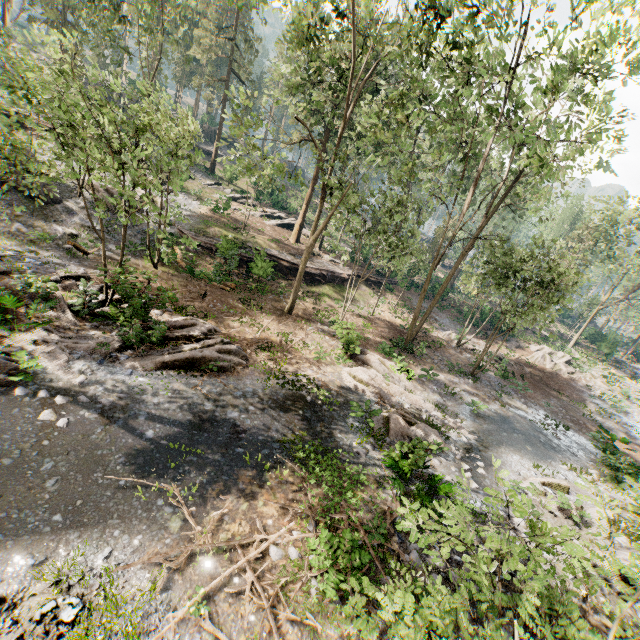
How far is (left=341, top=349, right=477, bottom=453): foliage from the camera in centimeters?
1302cm

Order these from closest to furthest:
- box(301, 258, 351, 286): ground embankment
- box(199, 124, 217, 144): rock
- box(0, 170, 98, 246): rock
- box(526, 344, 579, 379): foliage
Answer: box(0, 170, 98, 246): rock → box(301, 258, 351, 286): ground embankment → box(526, 344, 579, 379): foliage → box(199, 124, 217, 144): rock

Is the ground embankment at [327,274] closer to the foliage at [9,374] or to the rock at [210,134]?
the foliage at [9,374]

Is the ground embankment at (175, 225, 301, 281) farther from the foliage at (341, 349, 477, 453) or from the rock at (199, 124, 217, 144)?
the rock at (199, 124, 217, 144)

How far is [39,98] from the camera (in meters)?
10.84

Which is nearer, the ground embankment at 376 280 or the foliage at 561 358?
the foliage at 561 358

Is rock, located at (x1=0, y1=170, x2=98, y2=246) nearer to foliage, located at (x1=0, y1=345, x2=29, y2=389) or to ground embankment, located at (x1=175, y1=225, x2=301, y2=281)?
foliage, located at (x1=0, y1=345, x2=29, y2=389)

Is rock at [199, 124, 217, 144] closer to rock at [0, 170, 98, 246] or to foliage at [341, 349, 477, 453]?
foliage at [341, 349, 477, 453]
